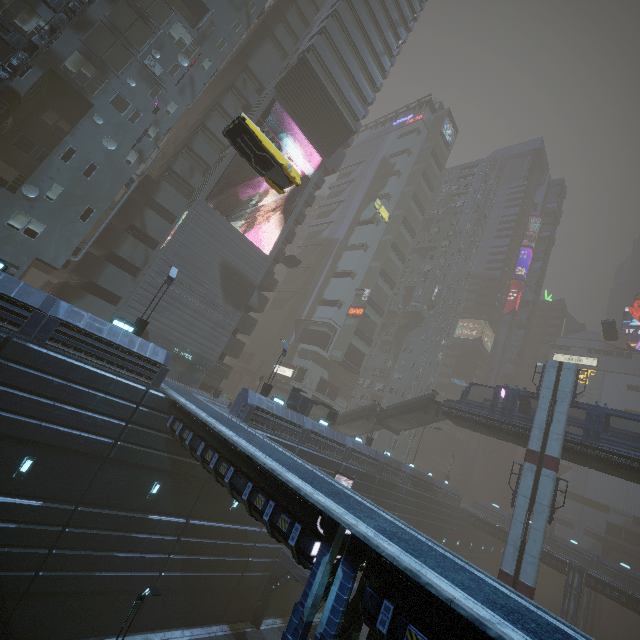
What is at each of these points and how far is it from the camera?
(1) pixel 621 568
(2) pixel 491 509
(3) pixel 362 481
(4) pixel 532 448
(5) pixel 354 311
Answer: (1) building, 46.4m
(2) building, 58.9m
(3) building, 30.2m
(4) sm, 25.9m
(5) sign, 54.8m

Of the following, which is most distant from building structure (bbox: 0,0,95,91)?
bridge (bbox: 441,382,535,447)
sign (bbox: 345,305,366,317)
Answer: sign (bbox: 345,305,366,317)

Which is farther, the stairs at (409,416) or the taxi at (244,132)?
the stairs at (409,416)

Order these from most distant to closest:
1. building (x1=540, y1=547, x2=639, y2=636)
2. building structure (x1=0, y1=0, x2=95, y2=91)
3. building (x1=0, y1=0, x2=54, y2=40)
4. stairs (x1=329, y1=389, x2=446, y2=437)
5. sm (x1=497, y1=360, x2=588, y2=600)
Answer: building (x1=540, y1=547, x2=639, y2=636) < stairs (x1=329, y1=389, x2=446, y2=437) < sm (x1=497, y1=360, x2=588, y2=600) < building (x1=0, y1=0, x2=54, y2=40) < building structure (x1=0, y1=0, x2=95, y2=91)

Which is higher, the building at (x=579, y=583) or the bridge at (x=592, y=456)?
the bridge at (x=592, y=456)

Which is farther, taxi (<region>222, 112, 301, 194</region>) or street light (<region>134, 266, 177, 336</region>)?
street light (<region>134, 266, 177, 336</region>)

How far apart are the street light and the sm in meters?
29.4 m

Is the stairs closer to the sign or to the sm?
the sm
